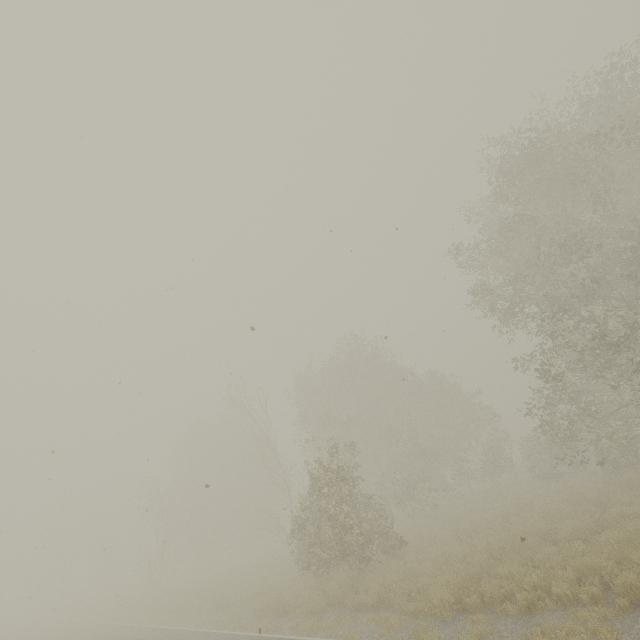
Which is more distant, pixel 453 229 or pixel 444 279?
pixel 444 279
